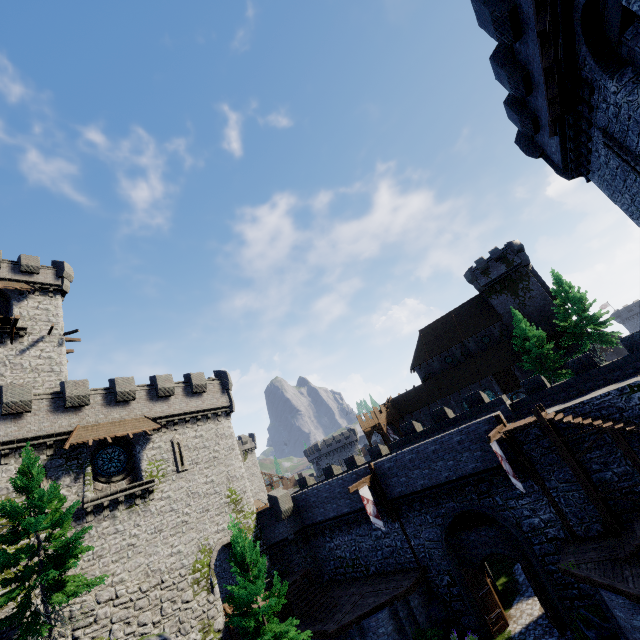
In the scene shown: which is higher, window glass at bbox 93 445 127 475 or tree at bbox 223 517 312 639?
window glass at bbox 93 445 127 475

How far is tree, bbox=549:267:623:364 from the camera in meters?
33.0

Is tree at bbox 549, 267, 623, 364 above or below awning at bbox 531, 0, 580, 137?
below

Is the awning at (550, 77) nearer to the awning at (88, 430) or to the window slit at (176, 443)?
the awning at (88, 430)

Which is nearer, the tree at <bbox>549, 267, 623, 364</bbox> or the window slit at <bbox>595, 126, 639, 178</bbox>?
the window slit at <bbox>595, 126, 639, 178</bbox>

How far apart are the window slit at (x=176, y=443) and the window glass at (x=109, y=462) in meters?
2.8

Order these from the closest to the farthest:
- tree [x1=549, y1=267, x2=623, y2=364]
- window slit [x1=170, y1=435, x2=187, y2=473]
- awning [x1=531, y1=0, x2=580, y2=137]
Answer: awning [x1=531, y1=0, x2=580, y2=137] < window slit [x1=170, y1=435, x2=187, y2=473] < tree [x1=549, y1=267, x2=623, y2=364]

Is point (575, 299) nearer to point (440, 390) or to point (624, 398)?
point (440, 390)
